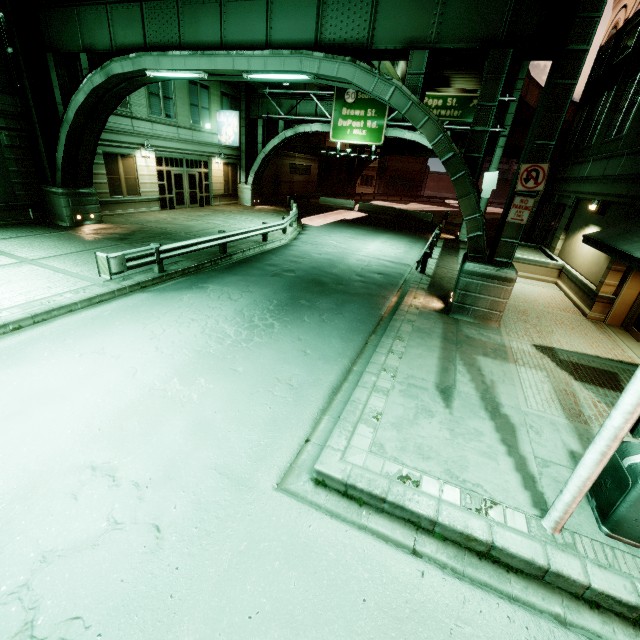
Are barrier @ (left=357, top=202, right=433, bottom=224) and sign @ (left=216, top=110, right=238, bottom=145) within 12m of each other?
no

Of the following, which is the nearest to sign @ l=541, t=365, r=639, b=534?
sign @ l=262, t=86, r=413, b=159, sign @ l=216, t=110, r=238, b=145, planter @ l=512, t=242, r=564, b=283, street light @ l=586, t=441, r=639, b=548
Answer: street light @ l=586, t=441, r=639, b=548

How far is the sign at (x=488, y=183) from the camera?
21.7m

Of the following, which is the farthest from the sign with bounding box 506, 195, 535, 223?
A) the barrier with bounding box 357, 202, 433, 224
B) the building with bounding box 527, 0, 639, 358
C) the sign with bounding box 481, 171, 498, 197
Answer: the barrier with bounding box 357, 202, 433, 224

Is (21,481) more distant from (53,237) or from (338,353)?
(53,237)

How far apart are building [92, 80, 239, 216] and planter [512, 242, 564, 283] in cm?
2147

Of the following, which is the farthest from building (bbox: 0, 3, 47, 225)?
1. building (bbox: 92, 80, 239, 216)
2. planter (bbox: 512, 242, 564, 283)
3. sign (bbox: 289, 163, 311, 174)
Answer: sign (bbox: 289, 163, 311, 174)

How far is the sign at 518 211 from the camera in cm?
855
